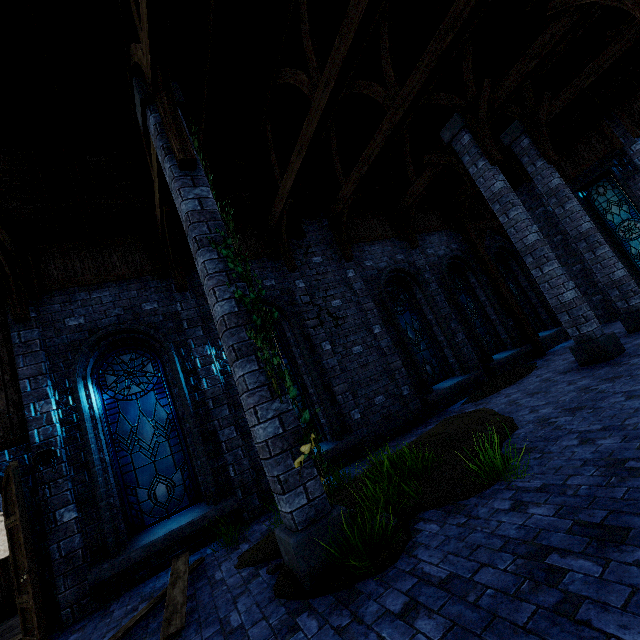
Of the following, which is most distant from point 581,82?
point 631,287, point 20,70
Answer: point 20,70

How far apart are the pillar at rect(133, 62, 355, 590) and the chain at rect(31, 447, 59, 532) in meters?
4.2

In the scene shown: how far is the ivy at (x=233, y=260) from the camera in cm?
381

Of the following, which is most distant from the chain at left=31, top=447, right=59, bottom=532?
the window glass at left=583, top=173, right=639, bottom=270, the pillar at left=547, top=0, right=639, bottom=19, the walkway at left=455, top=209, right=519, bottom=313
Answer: the window glass at left=583, top=173, right=639, bottom=270

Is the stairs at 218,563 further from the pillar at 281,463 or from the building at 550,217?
the pillar at 281,463

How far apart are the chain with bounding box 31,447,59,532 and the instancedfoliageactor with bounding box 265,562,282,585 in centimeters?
385cm

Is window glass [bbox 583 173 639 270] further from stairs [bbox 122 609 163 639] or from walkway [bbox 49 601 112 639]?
stairs [bbox 122 609 163 639]

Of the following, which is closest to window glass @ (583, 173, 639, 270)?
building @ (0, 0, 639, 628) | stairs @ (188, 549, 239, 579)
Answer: building @ (0, 0, 639, 628)
